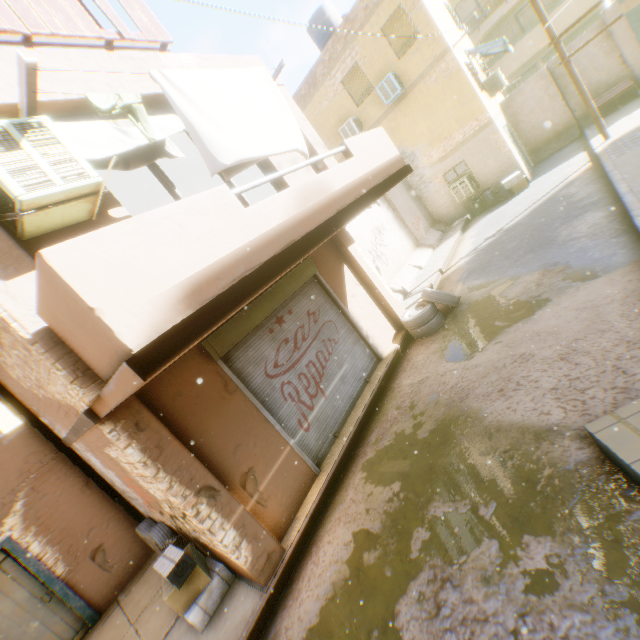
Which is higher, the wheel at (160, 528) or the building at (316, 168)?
the building at (316, 168)

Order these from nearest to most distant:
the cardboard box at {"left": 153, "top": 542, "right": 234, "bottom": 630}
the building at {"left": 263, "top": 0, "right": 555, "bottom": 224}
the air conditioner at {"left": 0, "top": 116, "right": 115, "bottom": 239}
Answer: the air conditioner at {"left": 0, "top": 116, "right": 115, "bottom": 239} < the cardboard box at {"left": 153, "top": 542, "right": 234, "bottom": 630} < the building at {"left": 263, "top": 0, "right": 555, "bottom": 224}

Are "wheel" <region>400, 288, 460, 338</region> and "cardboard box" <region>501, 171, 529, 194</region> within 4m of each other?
no

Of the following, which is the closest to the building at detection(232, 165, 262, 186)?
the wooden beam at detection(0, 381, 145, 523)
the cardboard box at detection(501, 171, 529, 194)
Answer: the wooden beam at detection(0, 381, 145, 523)

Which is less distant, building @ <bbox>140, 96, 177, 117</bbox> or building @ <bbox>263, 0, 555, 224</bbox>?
building @ <bbox>140, 96, 177, 117</bbox>

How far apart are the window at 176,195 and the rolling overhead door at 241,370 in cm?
134

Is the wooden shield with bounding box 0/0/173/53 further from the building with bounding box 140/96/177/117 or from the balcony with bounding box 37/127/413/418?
the balcony with bounding box 37/127/413/418

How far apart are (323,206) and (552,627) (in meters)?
4.76
